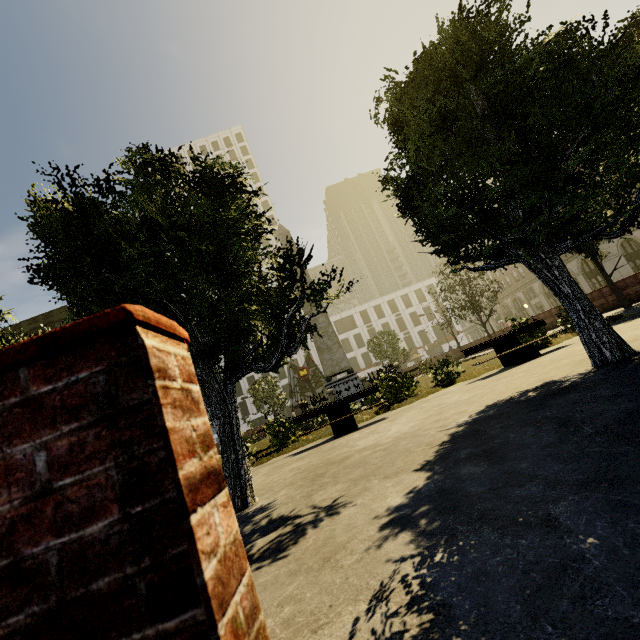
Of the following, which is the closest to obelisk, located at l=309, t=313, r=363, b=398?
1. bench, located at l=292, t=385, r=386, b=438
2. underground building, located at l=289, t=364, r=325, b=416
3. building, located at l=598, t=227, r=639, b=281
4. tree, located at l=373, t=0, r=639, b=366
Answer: tree, located at l=373, t=0, r=639, b=366

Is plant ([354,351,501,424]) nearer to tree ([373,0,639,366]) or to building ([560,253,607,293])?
tree ([373,0,639,366])

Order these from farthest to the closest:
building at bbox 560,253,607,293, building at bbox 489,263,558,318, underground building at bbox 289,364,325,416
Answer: building at bbox 489,263,558,318 → building at bbox 560,253,607,293 → underground building at bbox 289,364,325,416

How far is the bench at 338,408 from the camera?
8.7m

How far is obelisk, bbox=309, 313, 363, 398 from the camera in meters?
16.9 m

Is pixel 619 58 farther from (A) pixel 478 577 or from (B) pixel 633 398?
(A) pixel 478 577

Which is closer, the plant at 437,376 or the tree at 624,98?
the tree at 624,98

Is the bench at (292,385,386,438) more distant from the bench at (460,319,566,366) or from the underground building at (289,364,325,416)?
the underground building at (289,364,325,416)
